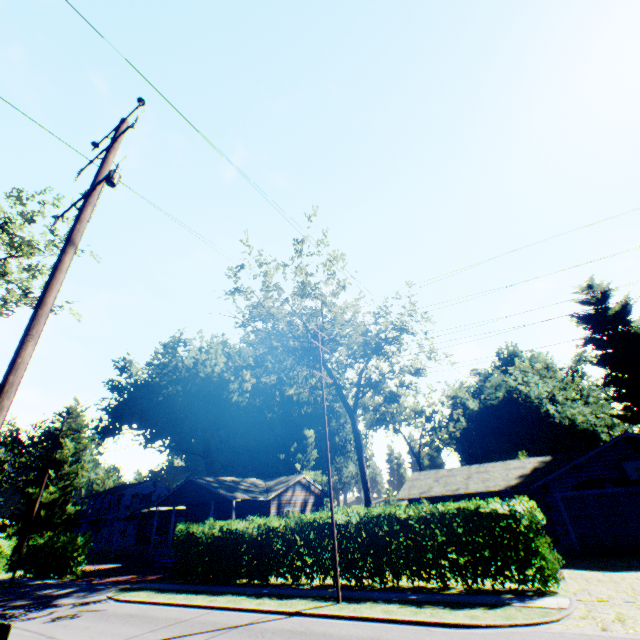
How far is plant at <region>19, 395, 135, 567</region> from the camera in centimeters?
3638cm

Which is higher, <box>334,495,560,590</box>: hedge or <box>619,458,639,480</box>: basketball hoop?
<box>619,458,639,480</box>: basketball hoop

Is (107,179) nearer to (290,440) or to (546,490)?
(546,490)

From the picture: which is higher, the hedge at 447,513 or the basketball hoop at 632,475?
the basketball hoop at 632,475

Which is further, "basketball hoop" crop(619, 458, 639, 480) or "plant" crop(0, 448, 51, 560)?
"plant" crop(0, 448, 51, 560)

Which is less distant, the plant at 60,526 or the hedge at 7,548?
the hedge at 7,548

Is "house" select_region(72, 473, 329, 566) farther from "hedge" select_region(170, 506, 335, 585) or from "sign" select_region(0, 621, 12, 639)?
"sign" select_region(0, 621, 12, 639)

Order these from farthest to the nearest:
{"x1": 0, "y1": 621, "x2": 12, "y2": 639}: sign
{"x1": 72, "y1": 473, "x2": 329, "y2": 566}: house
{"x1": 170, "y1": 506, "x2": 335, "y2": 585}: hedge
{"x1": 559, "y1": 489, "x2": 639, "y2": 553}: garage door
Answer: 1. {"x1": 72, "y1": 473, "x2": 329, "y2": 566}: house
2. {"x1": 559, "y1": 489, "x2": 639, "y2": 553}: garage door
3. {"x1": 170, "y1": 506, "x2": 335, "y2": 585}: hedge
4. {"x1": 0, "y1": 621, "x2": 12, "y2": 639}: sign
